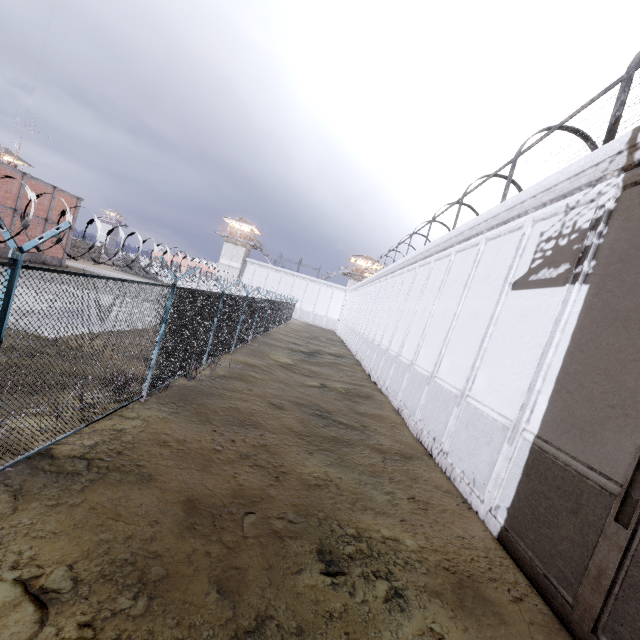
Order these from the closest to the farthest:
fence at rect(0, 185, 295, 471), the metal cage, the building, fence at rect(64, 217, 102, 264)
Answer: fence at rect(0, 185, 295, 471) → fence at rect(64, 217, 102, 264) → the metal cage → the building

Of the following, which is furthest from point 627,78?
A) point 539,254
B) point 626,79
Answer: point 539,254

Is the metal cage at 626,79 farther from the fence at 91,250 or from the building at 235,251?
the building at 235,251

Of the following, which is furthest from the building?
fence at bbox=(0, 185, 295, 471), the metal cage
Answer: the metal cage

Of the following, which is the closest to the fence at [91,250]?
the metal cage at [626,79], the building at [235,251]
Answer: the building at [235,251]
